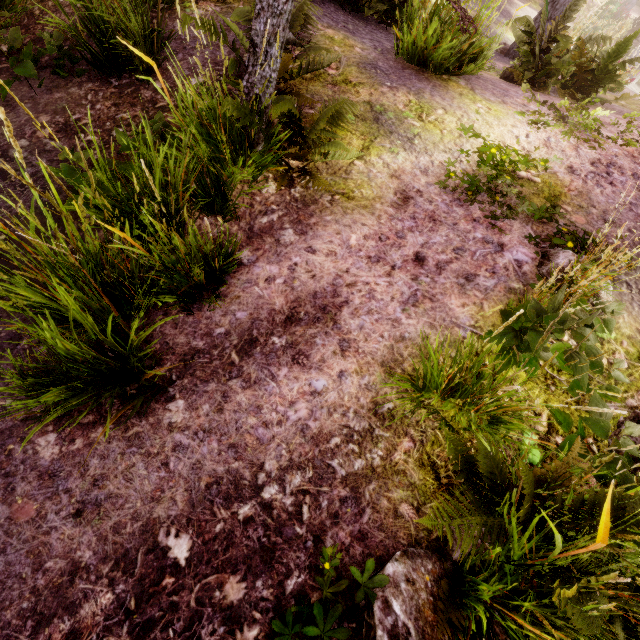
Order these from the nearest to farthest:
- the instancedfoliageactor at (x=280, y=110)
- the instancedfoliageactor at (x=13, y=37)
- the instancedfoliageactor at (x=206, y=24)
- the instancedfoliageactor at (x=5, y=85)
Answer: the instancedfoliageactor at (x=5, y=85) < the instancedfoliageactor at (x=280, y=110) < the instancedfoliageactor at (x=206, y=24) < the instancedfoliageactor at (x=13, y=37)

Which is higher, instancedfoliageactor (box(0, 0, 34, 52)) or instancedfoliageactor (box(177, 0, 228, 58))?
instancedfoliageactor (box(177, 0, 228, 58))

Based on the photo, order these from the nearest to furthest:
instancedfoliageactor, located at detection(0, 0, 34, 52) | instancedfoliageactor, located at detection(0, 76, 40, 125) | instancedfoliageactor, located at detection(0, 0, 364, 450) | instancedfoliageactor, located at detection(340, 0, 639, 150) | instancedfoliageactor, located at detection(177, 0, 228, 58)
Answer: instancedfoliageactor, located at detection(0, 76, 40, 125), instancedfoliageactor, located at detection(0, 0, 364, 450), instancedfoliageactor, located at detection(177, 0, 228, 58), instancedfoliageactor, located at detection(0, 0, 34, 52), instancedfoliageactor, located at detection(340, 0, 639, 150)

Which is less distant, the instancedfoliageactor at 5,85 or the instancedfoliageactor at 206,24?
the instancedfoliageactor at 5,85

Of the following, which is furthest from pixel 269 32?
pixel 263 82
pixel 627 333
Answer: pixel 627 333

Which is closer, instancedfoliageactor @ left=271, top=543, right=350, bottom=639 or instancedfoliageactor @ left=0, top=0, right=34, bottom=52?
instancedfoliageactor @ left=271, top=543, right=350, bottom=639

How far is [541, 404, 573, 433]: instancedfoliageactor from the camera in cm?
212
